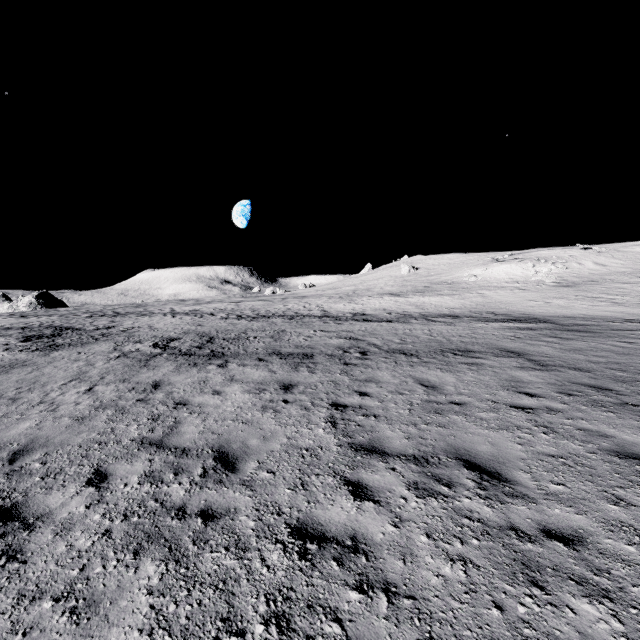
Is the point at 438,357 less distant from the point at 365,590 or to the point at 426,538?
the point at 426,538
